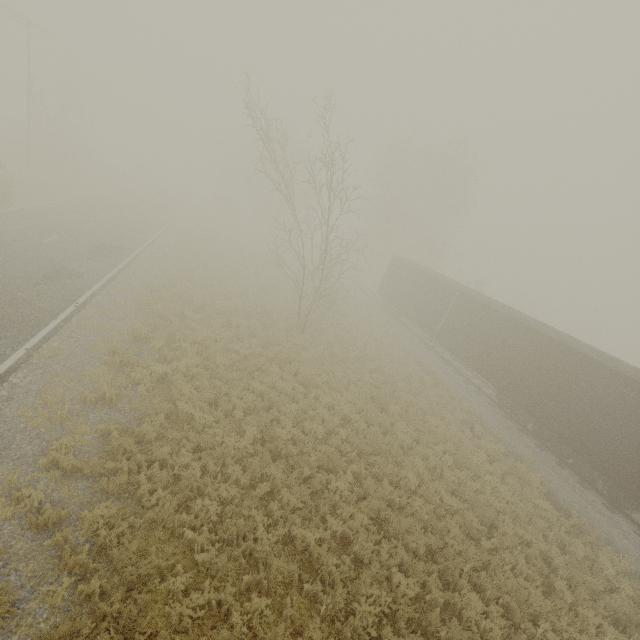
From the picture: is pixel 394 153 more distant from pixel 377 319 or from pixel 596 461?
pixel 596 461
